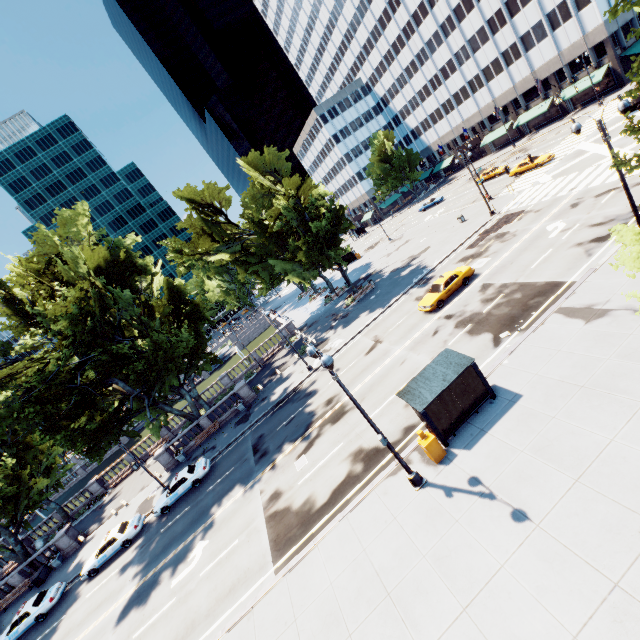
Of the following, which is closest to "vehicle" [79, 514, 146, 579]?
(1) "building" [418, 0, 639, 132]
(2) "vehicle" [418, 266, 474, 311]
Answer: (2) "vehicle" [418, 266, 474, 311]

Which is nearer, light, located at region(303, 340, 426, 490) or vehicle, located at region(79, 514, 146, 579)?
light, located at region(303, 340, 426, 490)

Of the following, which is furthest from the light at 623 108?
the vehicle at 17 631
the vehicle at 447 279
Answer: the vehicle at 447 279

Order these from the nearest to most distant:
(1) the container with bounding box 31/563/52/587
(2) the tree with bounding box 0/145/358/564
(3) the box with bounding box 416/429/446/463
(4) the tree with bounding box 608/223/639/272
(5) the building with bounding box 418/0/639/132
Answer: (4) the tree with bounding box 608/223/639/272
(3) the box with bounding box 416/429/446/463
(2) the tree with bounding box 0/145/358/564
(1) the container with bounding box 31/563/52/587
(5) the building with bounding box 418/0/639/132

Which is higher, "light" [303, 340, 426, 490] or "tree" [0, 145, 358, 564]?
"tree" [0, 145, 358, 564]

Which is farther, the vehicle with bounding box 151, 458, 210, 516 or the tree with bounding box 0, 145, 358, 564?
the vehicle with bounding box 151, 458, 210, 516

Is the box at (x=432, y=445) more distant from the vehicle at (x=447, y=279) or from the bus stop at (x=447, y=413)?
the vehicle at (x=447, y=279)

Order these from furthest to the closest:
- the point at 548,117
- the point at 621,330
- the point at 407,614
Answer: the point at 548,117, the point at 621,330, the point at 407,614
